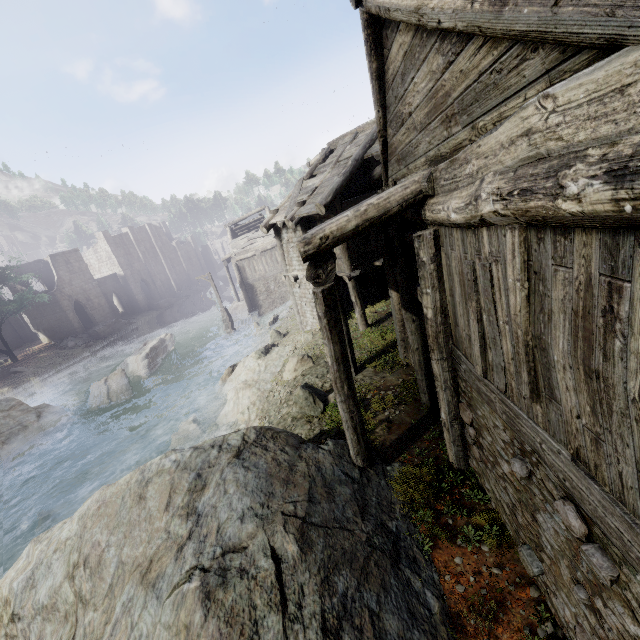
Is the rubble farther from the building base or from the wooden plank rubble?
the wooden plank rubble

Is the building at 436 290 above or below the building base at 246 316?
above

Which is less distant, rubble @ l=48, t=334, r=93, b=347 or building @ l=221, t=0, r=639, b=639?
building @ l=221, t=0, r=639, b=639

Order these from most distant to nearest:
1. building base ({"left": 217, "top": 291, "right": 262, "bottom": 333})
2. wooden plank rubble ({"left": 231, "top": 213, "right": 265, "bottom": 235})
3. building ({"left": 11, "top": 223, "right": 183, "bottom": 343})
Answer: building ({"left": 11, "top": 223, "right": 183, "bottom": 343}) → wooden plank rubble ({"left": 231, "top": 213, "right": 265, "bottom": 235}) → building base ({"left": 217, "top": 291, "right": 262, "bottom": 333})

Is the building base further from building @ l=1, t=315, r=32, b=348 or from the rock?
the rock

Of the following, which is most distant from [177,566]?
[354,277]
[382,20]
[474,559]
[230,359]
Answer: [230,359]

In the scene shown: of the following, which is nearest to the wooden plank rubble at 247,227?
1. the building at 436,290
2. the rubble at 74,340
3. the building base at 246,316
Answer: the building at 436,290

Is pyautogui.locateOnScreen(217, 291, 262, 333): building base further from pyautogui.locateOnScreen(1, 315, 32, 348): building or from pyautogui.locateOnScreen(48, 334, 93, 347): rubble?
pyautogui.locateOnScreen(48, 334, 93, 347): rubble
